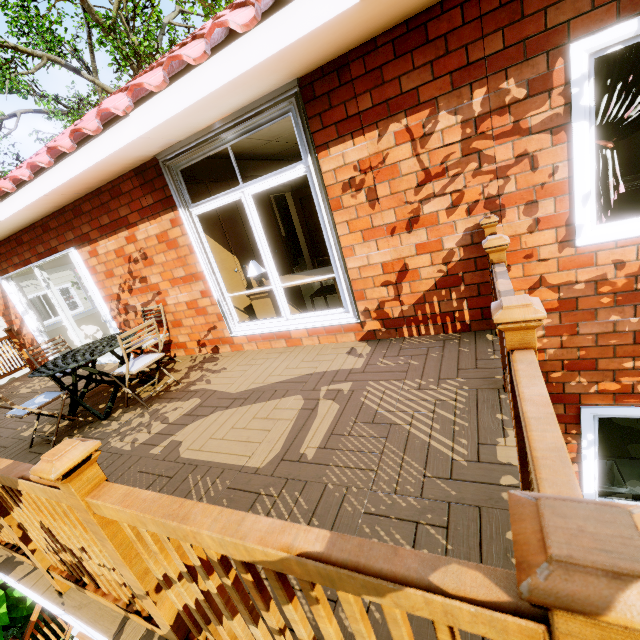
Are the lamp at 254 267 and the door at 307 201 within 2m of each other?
no

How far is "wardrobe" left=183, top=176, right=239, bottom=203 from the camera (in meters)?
4.28

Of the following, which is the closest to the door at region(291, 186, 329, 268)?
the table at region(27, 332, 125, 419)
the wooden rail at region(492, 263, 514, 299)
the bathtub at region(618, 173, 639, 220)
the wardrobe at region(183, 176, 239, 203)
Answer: the wardrobe at region(183, 176, 239, 203)

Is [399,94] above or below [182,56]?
below

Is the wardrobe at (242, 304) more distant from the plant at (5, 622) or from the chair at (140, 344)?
the plant at (5, 622)

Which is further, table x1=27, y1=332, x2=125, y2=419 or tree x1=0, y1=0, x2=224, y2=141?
tree x1=0, y1=0, x2=224, y2=141

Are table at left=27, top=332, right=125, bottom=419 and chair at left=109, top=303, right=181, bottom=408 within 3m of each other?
yes

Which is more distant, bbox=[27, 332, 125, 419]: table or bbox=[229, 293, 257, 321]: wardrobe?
bbox=[229, 293, 257, 321]: wardrobe
